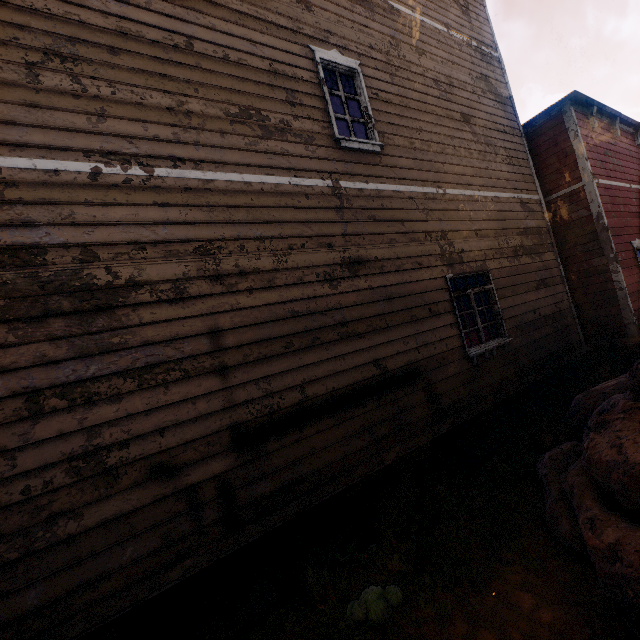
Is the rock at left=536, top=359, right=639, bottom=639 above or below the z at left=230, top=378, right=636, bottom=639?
above

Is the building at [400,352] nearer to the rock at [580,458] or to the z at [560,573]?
the z at [560,573]

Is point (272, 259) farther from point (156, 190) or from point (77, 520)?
point (77, 520)

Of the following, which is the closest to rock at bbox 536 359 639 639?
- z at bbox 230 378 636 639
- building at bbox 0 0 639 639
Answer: z at bbox 230 378 636 639

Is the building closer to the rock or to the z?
the z
